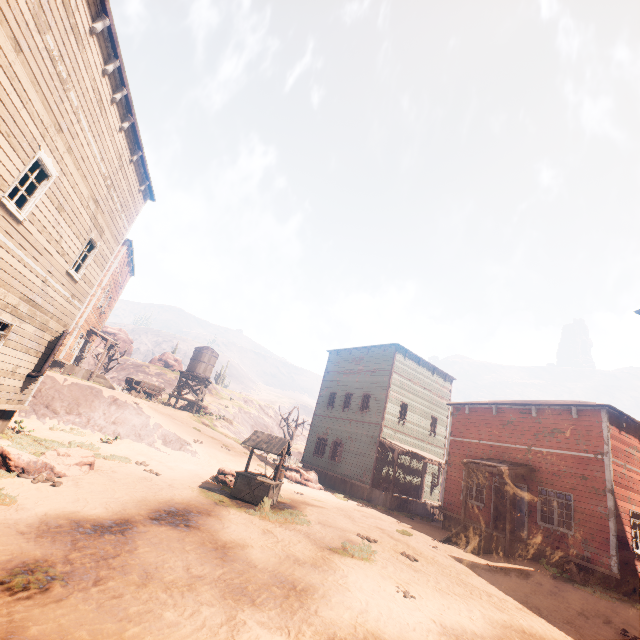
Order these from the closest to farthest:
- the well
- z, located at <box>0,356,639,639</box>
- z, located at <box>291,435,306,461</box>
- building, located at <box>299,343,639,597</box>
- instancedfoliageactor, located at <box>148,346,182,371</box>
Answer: z, located at <box>0,356,639,639</box>
the well
building, located at <box>299,343,639,597</box>
z, located at <box>291,435,306,461</box>
instancedfoliageactor, located at <box>148,346,182,371</box>

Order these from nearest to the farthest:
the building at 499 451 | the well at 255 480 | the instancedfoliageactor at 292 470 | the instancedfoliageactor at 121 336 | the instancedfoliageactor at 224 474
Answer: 1. the well at 255 480
2. the building at 499 451
3. the instancedfoliageactor at 224 474
4. the instancedfoliageactor at 292 470
5. the instancedfoliageactor at 121 336

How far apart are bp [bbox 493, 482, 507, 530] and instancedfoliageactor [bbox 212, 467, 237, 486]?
11.8 meters

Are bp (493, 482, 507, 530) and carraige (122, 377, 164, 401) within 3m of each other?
no

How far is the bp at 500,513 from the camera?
15.8 meters

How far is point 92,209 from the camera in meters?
11.2 m

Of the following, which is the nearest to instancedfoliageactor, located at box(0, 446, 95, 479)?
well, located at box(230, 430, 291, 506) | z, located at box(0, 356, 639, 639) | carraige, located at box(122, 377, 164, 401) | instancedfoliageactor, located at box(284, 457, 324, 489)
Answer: z, located at box(0, 356, 639, 639)

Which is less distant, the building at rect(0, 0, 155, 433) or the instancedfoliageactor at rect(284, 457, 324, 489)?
the building at rect(0, 0, 155, 433)
